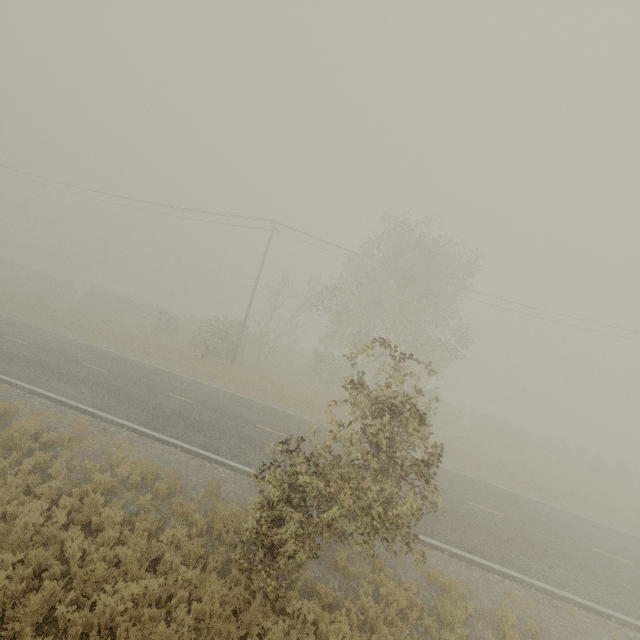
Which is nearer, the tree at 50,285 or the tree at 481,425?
the tree at 481,425

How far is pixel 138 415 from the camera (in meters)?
13.26

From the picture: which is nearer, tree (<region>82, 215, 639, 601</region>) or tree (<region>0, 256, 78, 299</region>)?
tree (<region>82, 215, 639, 601</region>)

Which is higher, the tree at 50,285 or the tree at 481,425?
the tree at 481,425

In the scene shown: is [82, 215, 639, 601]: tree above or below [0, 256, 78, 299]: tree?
above
